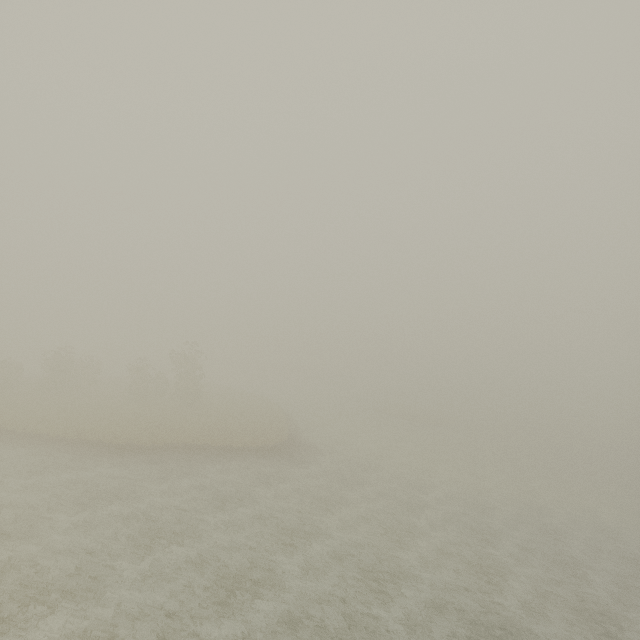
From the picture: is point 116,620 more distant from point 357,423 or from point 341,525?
point 357,423
